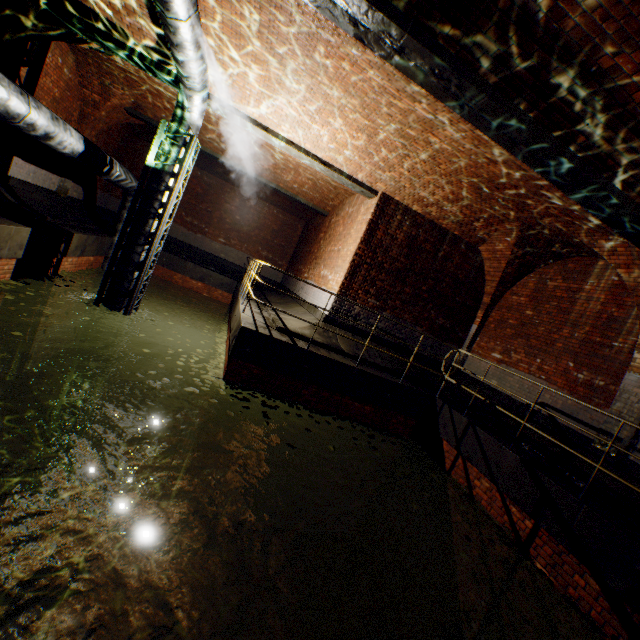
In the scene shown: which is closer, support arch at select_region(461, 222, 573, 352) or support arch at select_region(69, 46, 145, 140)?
support arch at select_region(461, 222, 573, 352)

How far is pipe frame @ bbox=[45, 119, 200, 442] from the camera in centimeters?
732cm

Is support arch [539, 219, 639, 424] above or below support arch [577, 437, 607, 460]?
above

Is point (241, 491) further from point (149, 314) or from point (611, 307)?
point (149, 314)

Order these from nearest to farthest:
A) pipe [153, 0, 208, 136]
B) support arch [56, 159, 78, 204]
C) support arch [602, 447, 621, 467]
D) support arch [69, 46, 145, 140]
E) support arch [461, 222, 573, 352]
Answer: pipe [153, 0, 208, 136], support arch [602, 447, 621, 467], support arch [461, 222, 573, 352], support arch [69, 46, 145, 140], support arch [56, 159, 78, 204]

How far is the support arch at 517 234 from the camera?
8.3 meters

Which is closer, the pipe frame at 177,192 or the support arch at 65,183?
the pipe frame at 177,192
